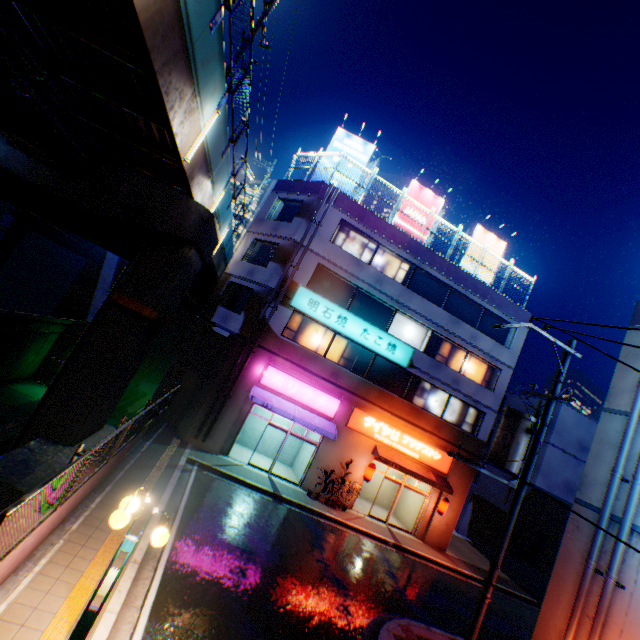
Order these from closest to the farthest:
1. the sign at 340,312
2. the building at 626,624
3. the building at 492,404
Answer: the building at 626,624 → the building at 492,404 → the sign at 340,312

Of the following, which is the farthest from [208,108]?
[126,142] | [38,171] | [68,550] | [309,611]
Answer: [309,611]

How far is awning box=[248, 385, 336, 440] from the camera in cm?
1625

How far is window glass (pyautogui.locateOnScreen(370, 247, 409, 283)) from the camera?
19.6m

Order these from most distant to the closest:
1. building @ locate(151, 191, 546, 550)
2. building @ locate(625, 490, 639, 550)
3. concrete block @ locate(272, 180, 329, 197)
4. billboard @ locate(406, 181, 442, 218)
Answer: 1. billboard @ locate(406, 181, 442, 218)
2. concrete block @ locate(272, 180, 329, 197)
3. building @ locate(151, 191, 546, 550)
4. building @ locate(625, 490, 639, 550)

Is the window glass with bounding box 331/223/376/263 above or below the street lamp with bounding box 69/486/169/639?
above

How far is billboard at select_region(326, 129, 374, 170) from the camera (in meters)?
20.50

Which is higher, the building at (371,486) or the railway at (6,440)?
the building at (371,486)
